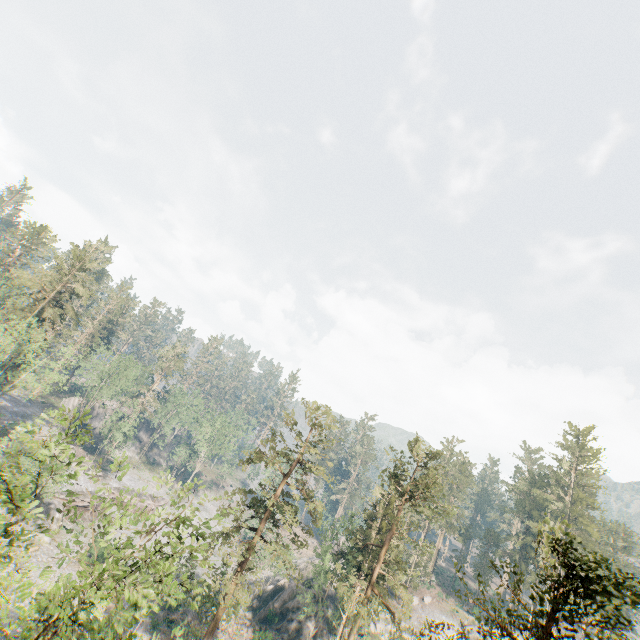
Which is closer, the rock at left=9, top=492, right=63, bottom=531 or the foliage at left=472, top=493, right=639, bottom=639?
the foliage at left=472, top=493, right=639, bottom=639

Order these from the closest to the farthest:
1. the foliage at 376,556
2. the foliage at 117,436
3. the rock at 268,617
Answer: the foliage at 376,556 → the rock at 268,617 → the foliage at 117,436

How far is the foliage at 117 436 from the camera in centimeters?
5669cm

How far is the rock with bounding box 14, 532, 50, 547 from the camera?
37.06m

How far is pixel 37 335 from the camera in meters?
45.8 m

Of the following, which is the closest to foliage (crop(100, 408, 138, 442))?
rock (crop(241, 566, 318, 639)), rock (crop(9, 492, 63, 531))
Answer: rock (crop(9, 492, 63, 531))
